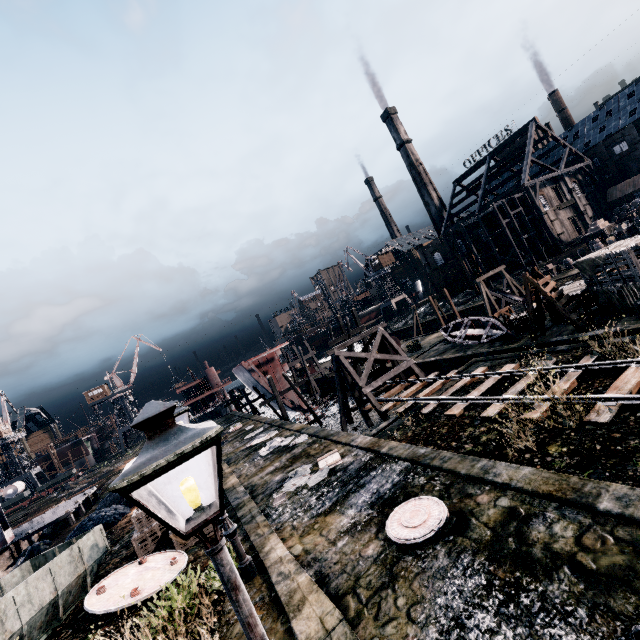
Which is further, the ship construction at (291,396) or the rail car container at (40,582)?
the ship construction at (291,396)

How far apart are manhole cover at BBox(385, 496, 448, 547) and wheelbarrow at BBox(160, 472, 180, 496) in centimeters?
1916cm

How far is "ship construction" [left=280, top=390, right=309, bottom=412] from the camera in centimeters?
3691cm

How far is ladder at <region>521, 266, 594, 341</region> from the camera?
17.8m

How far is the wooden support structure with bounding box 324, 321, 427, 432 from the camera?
22.56m

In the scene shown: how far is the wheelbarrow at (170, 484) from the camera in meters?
22.9

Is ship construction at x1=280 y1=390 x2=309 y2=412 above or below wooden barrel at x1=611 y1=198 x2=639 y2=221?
below

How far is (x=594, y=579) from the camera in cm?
552
